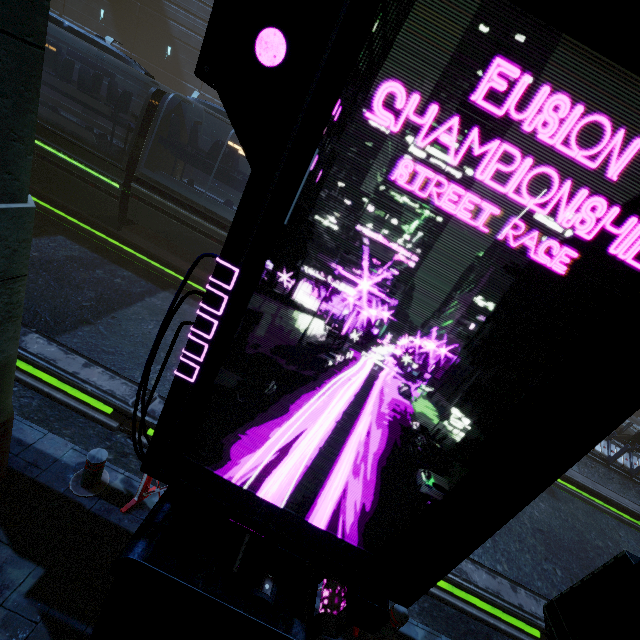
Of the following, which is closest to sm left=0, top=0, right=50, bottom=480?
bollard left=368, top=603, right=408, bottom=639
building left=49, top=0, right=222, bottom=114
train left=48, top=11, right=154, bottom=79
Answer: building left=49, top=0, right=222, bottom=114

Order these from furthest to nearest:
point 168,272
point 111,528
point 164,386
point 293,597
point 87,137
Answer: point 168,272 → point 87,137 → point 164,386 → point 111,528 → point 293,597

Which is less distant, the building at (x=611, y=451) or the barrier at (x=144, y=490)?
the barrier at (x=144, y=490)

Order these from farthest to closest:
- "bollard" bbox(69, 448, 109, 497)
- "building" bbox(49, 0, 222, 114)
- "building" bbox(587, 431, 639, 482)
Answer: "building" bbox(49, 0, 222, 114)
"building" bbox(587, 431, 639, 482)
"bollard" bbox(69, 448, 109, 497)

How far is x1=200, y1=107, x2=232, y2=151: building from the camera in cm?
2286

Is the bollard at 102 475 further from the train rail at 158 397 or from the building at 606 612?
the building at 606 612

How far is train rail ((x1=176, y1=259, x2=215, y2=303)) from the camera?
12.24m

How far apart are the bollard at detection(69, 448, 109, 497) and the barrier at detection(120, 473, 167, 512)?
0.4 meters
